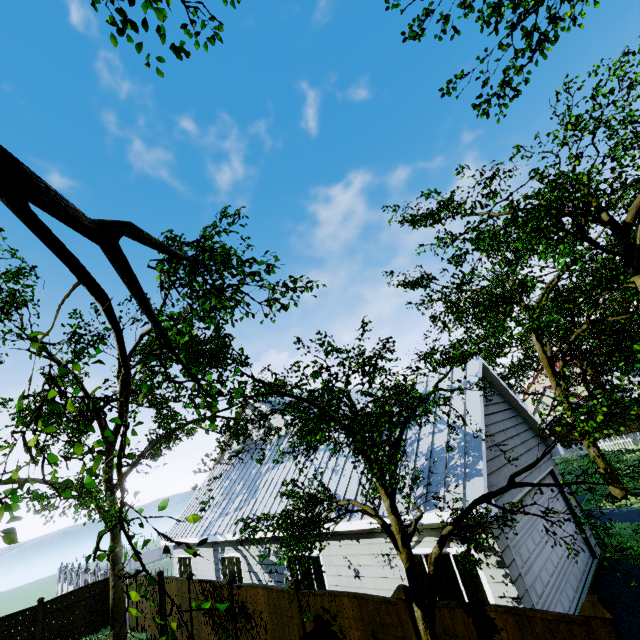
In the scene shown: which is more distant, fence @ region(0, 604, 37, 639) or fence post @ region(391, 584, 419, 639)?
fence @ region(0, 604, 37, 639)

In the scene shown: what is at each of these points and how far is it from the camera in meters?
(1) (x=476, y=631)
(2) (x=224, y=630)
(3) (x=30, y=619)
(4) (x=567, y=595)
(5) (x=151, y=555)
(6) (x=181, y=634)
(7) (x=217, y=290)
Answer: (1) fence, 4.9
(2) fence, 9.8
(3) fence, 15.3
(4) garage door, 7.5
(5) fence, 38.8
(6) fence, 11.9
(7) tree, 5.2

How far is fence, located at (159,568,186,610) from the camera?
12.02m

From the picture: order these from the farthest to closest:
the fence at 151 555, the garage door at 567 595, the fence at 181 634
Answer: the fence at 151 555 → the fence at 181 634 → the garage door at 567 595

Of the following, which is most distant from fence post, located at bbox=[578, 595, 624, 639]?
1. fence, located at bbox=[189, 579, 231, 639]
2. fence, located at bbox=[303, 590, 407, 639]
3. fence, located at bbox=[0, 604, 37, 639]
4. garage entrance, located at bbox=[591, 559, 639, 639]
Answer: fence, located at bbox=[0, 604, 37, 639]

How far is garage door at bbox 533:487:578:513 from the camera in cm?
895

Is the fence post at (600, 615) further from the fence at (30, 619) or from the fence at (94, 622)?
the fence at (30, 619)
